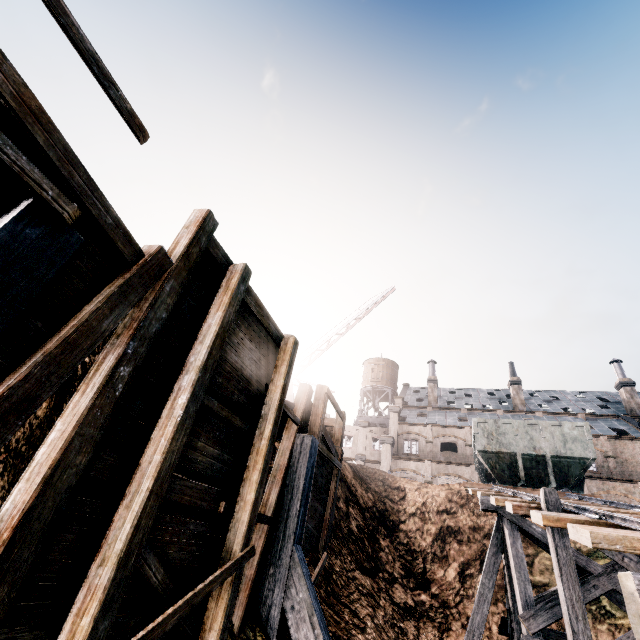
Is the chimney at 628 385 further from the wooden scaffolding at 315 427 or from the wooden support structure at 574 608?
the wooden scaffolding at 315 427

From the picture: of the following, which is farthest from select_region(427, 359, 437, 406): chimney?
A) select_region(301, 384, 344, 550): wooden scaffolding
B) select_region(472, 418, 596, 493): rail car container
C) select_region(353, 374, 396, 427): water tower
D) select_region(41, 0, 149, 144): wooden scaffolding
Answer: select_region(41, 0, 149, 144): wooden scaffolding

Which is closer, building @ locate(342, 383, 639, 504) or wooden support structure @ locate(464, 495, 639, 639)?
wooden support structure @ locate(464, 495, 639, 639)

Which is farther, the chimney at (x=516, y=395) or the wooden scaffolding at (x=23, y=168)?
the chimney at (x=516, y=395)

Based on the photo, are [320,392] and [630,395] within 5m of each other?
no

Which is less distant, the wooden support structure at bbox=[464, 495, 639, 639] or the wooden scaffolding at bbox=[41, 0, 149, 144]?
the wooden scaffolding at bbox=[41, 0, 149, 144]

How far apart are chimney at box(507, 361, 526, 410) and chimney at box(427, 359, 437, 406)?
9.5 meters
